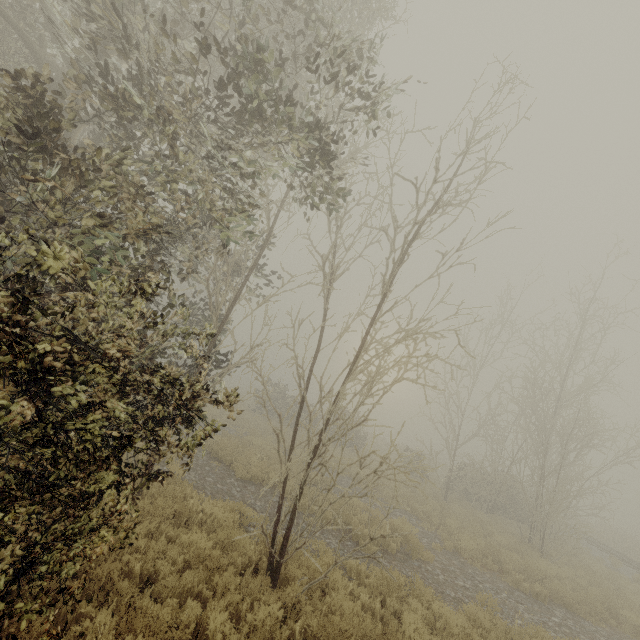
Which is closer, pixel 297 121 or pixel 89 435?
pixel 89 435
